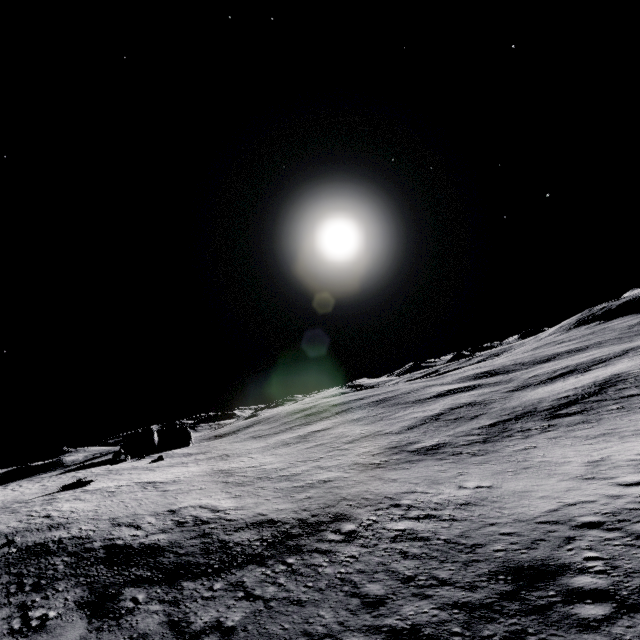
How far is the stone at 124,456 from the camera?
50.44m

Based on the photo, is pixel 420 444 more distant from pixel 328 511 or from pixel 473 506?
pixel 473 506

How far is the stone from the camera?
50.4 meters
